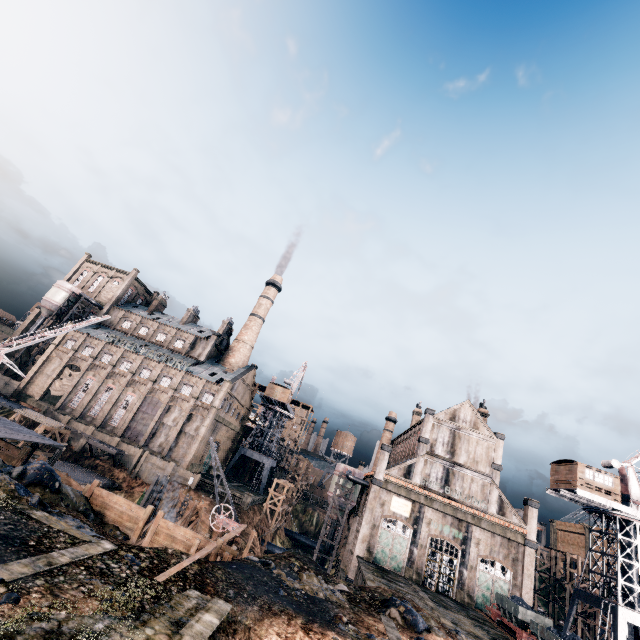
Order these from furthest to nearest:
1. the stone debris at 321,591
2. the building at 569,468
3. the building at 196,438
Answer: the building at 196,438 < the building at 569,468 < the stone debris at 321,591

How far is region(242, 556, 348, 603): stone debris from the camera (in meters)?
19.58

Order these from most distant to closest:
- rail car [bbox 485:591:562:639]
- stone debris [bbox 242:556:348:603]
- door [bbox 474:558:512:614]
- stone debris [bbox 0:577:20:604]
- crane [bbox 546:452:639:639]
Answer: door [bbox 474:558:512:614]
crane [bbox 546:452:639:639]
rail car [bbox 485:591:562:639]
stone debris [bbox 242:556:348:603]
stone debris [bbox 0:577:20:604]

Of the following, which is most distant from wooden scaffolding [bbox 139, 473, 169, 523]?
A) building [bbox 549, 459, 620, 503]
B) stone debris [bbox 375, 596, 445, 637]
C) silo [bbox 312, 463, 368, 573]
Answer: building [bbox 549, 459, 620, 503]

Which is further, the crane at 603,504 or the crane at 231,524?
the crane at 603,504

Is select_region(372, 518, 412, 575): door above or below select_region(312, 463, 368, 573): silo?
below

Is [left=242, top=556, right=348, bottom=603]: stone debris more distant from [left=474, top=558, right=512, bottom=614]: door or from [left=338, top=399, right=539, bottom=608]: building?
[left=474, top=558, right=512, bottom=614]: door

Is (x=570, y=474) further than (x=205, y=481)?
No
